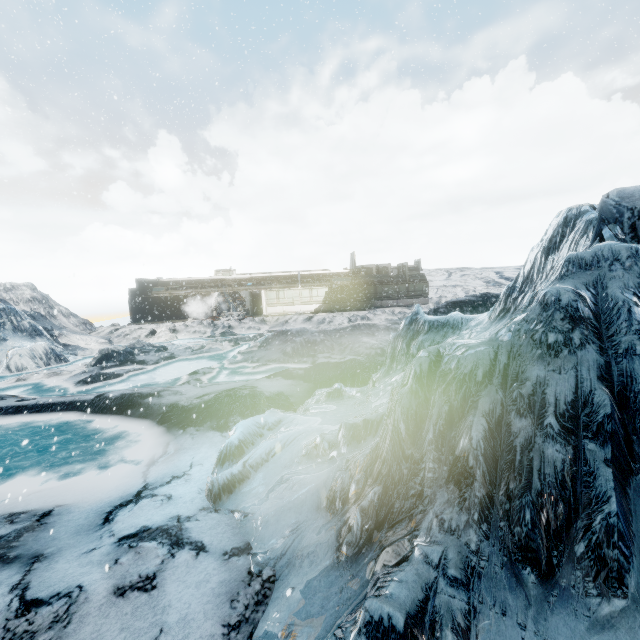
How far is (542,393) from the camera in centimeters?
295cm
